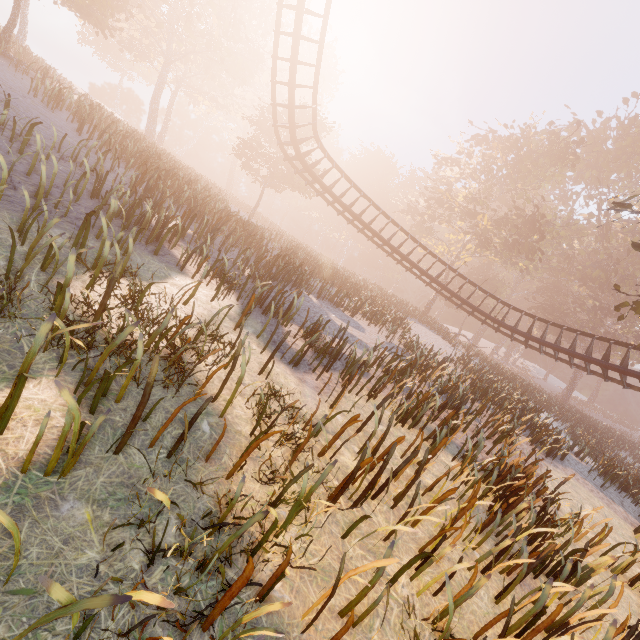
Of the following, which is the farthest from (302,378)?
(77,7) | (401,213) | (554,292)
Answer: (554,292)
